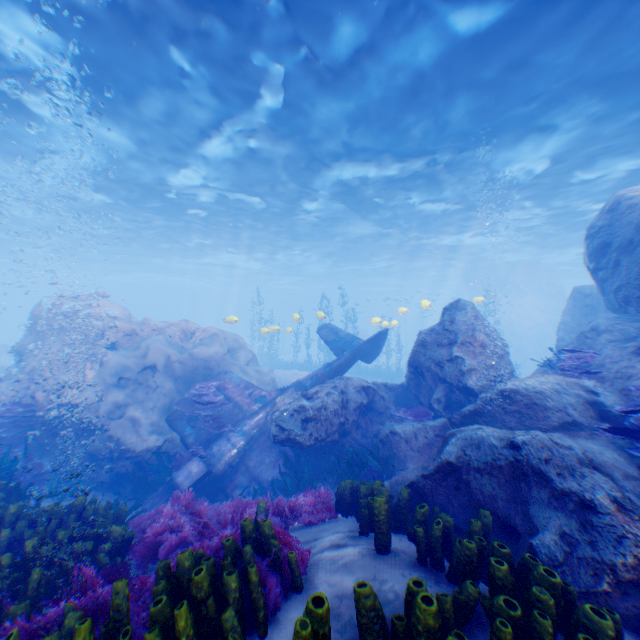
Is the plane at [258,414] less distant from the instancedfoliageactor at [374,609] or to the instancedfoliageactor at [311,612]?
the instancedfoliageactor at [311,612]

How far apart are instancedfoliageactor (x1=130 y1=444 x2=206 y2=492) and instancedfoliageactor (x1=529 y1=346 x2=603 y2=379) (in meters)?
9.27

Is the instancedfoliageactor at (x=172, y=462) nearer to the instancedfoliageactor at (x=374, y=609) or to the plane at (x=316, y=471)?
the plane at (x=316, y=471)

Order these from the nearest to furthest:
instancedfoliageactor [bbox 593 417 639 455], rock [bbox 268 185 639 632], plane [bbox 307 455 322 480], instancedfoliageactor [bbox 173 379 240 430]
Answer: rock [bbox 268 185 639 632], instancedfoliageactor [bbox 593 417 639 455], plane [bbox 307 455 322 480], instancedfoliageactor [bbox 173 379 240 430]

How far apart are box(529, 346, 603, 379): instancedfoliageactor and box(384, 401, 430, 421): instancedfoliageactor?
3.00m

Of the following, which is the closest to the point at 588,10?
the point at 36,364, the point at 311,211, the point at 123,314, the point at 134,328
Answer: the point at 311,211

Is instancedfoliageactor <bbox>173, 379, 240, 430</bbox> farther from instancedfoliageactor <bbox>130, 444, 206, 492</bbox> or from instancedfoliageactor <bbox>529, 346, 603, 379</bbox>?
instancedfoliageactor <bbox>529, 346, 603, 379</bbox>

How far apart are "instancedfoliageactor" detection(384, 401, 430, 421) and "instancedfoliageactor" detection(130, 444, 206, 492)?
5.3 meters
